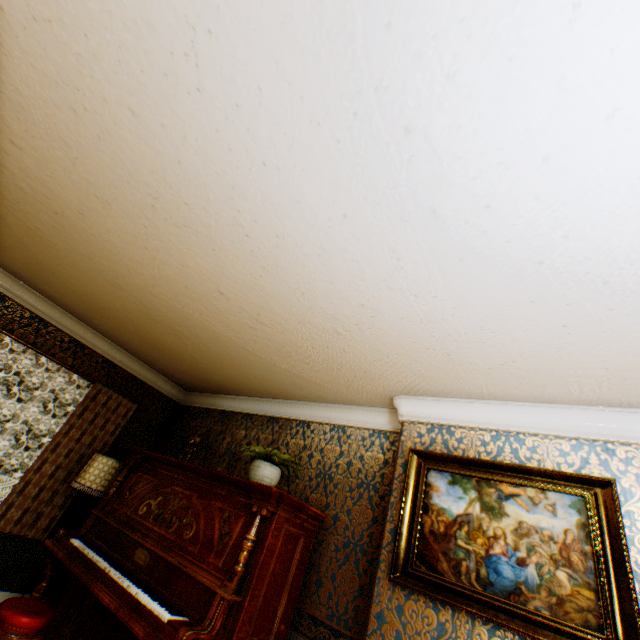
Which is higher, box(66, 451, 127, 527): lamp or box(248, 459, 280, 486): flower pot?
box(248, 459, 280, 486): flower pot

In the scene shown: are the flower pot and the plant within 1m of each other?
yes

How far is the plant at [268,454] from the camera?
3.27m

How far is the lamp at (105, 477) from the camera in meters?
4.0 m

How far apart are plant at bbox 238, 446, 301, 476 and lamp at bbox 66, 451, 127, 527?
2.00m

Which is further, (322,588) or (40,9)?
(322,588)

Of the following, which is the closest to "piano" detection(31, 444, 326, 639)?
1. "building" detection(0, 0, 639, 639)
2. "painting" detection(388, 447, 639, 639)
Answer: "building" detection(0, 0, 639, 639)

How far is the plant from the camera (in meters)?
3.27
